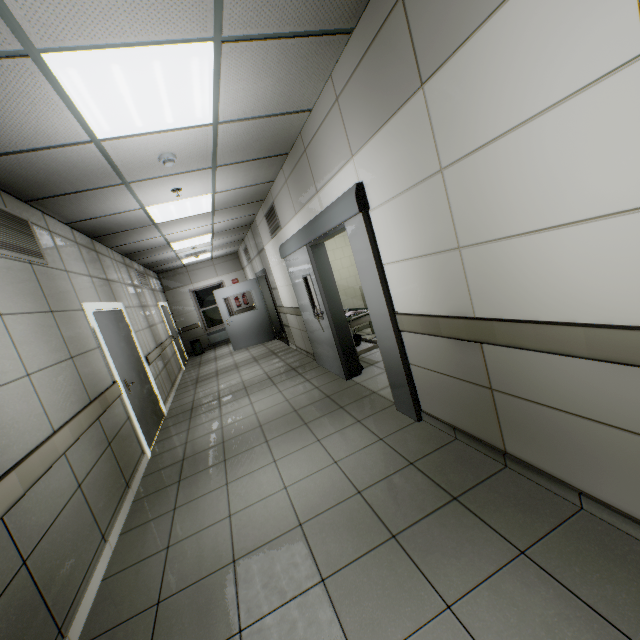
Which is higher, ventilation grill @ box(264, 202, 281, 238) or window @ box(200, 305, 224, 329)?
ventilation grill @ box(264, 202, 281, 238)

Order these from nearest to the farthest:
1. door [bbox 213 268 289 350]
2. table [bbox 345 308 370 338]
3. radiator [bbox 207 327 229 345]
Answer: table [bbox 345 308 370 338] < door [bbox 213 268 289 350] < radiator [bbox 207 327 229 345]

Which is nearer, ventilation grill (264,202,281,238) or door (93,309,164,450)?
door (93,309,164,450)

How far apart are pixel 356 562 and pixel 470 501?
0.8m

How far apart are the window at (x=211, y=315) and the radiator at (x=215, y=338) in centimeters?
15cm

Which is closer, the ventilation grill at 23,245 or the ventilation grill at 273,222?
the ventilation grill at 23,245

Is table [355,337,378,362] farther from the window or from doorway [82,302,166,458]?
the window

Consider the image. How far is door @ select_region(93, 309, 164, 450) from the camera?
4.4m
